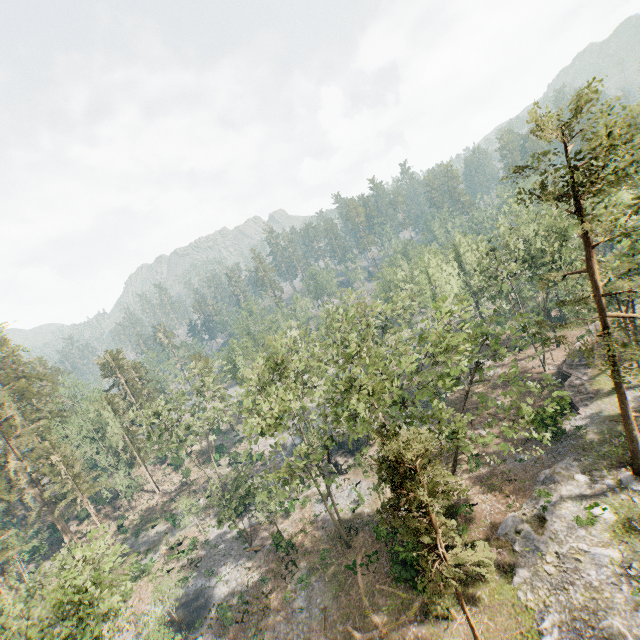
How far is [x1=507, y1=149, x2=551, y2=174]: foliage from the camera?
18.1m

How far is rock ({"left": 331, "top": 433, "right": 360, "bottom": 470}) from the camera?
39.9 meters

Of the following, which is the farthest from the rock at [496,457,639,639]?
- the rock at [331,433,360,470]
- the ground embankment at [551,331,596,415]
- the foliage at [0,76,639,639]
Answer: the rock at [331,433,360,470]

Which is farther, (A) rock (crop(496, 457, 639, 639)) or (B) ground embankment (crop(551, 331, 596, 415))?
(B) ground embankment (crop(551, 331, 596, 415))

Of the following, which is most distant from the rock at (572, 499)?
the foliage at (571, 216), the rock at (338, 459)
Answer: the rock at (338, 459)

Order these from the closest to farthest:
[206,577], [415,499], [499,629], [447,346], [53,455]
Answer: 1. [415,499]
2. [447,346]
3. [499,629]
4. [206,577]
5. [53,455]

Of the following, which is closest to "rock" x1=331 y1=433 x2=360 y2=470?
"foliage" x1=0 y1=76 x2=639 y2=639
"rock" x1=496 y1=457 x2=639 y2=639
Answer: "foliage" x1=0 y1=76 x2=639 y2=639
